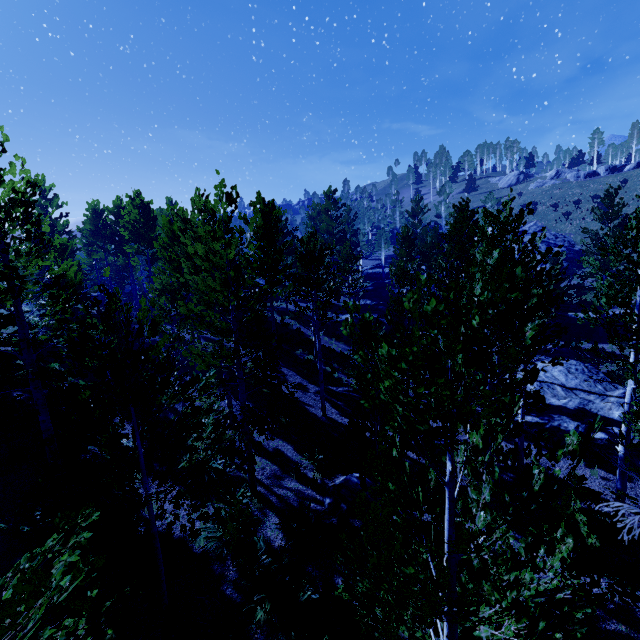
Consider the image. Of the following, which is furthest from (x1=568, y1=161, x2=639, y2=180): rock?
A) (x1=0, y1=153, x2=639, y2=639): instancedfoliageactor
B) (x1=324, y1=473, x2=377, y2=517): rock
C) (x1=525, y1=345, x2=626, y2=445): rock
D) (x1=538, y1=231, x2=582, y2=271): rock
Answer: (x1=324, y1=473, x2=377, y2=517): rock

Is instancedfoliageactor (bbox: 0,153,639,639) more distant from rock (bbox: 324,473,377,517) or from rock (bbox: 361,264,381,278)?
rock (bbox: 324,473,377,517)

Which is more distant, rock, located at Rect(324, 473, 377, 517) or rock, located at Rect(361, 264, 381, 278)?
rock, located at Rect(361, 264, 381, 278)

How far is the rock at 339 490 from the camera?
10.04m

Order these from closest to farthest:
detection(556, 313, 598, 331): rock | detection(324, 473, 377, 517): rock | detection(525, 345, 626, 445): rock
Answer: detection(324, 473, 377, 517): rock, detection(525, 345, 626, 445): rock, detection(556, 313, 598, 331): rock

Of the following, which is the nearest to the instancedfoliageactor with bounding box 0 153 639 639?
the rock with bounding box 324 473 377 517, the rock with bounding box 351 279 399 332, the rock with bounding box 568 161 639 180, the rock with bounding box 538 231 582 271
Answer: the rock with bounding box 351 279 399 332

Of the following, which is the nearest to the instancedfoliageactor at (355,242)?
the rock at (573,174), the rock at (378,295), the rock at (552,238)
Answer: the rock at (378,295)

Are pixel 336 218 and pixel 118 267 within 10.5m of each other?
no
